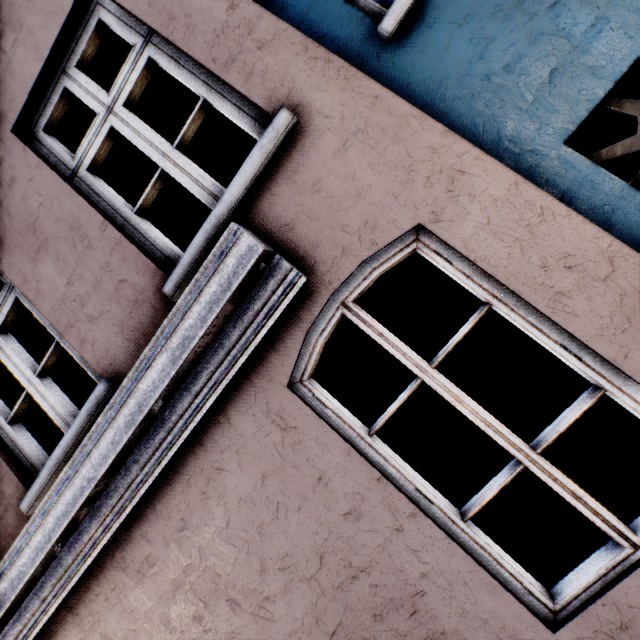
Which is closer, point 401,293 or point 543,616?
point 543,616
